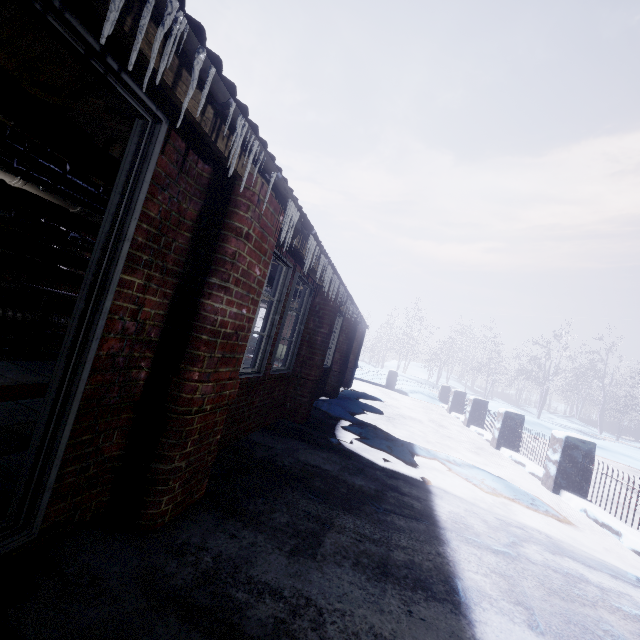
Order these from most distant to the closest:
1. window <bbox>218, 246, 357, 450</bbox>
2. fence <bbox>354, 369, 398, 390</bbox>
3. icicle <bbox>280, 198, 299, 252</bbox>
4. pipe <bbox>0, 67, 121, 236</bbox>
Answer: fence <bbox>354, 369, 398, 390</bbox> < window <bbox>218, 246, 357, 450</bbox> < icicle <bbox>280, 198, 299, 252</bbox> < pipe <bbox>0, 67, 121, 236</bbox>

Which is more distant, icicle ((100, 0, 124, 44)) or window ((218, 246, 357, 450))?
window ((218, 246, 357, 450))

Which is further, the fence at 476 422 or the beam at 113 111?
the fence at 476 422

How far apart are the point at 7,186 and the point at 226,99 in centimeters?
371cm

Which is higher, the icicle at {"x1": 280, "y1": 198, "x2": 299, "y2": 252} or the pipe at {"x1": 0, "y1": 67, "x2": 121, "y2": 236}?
the icicle at {"x1": 280, "y1": 198, "x2": 299, "y2": 252}

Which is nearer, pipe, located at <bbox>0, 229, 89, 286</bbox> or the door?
the door

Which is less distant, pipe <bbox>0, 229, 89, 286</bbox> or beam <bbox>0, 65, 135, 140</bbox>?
beam <bbox>0, 65, 135, 140</bbox>

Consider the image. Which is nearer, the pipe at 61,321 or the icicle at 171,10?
the icicle at 171,10
